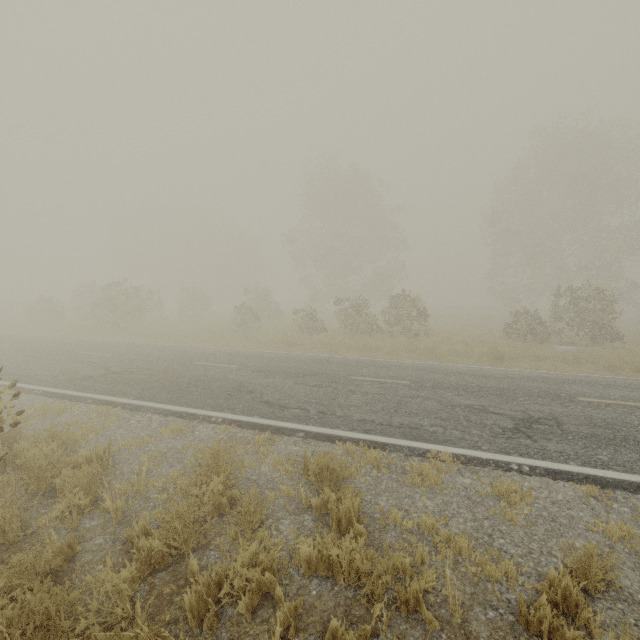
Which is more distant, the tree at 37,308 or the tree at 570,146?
the tree at 37,308

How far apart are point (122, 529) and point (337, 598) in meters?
2.7 m

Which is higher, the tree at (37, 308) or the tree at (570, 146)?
A: the tree at (570, 146)

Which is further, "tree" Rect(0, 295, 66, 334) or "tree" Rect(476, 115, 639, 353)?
"tree" Rect(0, 295, 66, 334)

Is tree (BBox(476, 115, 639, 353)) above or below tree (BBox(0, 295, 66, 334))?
above
